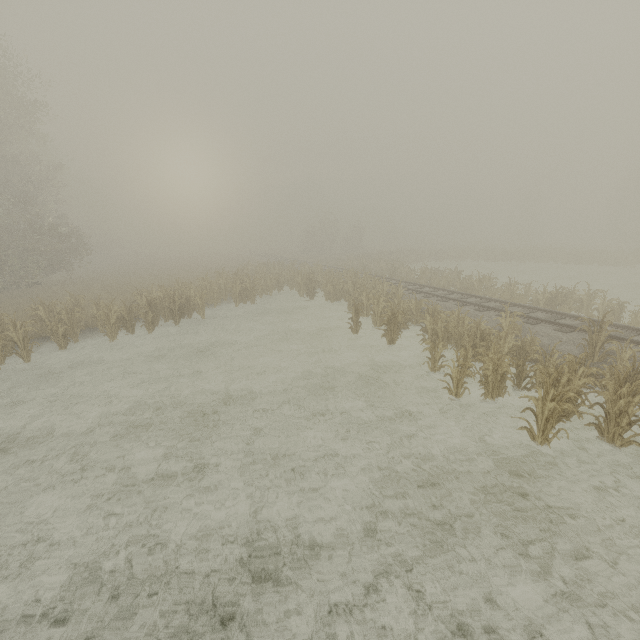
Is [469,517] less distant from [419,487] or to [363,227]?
[419,487]
